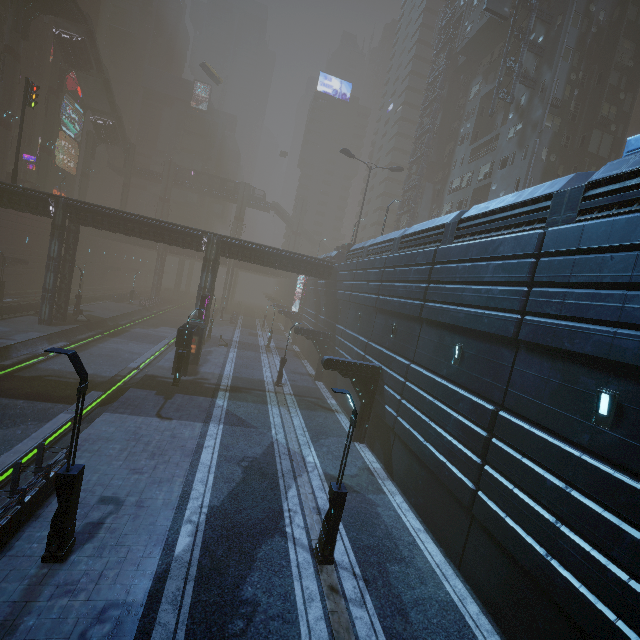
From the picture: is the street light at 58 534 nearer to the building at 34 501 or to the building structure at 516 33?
the building at 34 501

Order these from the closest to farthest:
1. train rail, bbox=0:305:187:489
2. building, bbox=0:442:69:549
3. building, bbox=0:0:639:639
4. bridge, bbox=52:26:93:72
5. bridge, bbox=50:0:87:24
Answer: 1. building, bbox=0:0:639:639
2. building, bbox=0:442:69:549
3. train rail, bbox=0:305:187:489
4. bridge, bbox=50:0:87:24
5. bridge, bbox=52:26:93:72

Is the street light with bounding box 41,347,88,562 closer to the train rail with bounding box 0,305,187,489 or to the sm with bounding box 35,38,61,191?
the train rail with bounding box 0,305,187,489

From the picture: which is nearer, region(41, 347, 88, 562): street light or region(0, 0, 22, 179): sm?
region(41, 347, 88, 562): street light

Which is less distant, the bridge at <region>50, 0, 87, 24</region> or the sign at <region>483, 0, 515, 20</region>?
the sign at <region>483, 0, 515, 20</region>

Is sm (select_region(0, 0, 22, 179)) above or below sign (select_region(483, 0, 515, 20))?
below

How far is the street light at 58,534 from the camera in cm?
823

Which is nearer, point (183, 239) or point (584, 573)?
point (584, 573)
